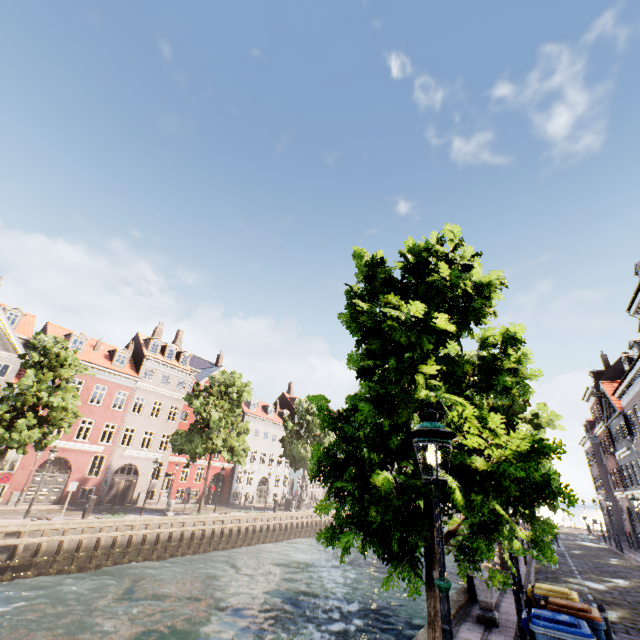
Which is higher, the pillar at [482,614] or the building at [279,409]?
the building at [279,409]

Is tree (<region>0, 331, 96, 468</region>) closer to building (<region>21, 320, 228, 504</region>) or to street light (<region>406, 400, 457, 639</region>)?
street light (<region>406, 400, 457, 639</region>)

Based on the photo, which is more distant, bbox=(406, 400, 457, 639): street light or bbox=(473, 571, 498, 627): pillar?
bbox=(473, 571, 498, 627): pillar

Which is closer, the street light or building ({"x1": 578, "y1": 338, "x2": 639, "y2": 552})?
the street light

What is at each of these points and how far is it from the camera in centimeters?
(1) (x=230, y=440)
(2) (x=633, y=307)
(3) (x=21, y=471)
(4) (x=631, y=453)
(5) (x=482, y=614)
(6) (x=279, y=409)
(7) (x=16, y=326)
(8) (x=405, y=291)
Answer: (1) tree, 2686cm
(2) building, 1842cm
(3) building, 2356cm
(4) building, 2498cm
(5) pillar, 862cm
(6) building, 5512cm
(7) building, 2858cm
(8) tree, 757cm

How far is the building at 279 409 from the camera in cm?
3978

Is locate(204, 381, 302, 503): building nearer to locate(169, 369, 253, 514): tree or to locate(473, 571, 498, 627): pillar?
locate(169, 369, 253, 514): tree

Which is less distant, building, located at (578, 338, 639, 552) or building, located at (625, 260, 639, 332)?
building, located at (625, 260, 639, 332)
